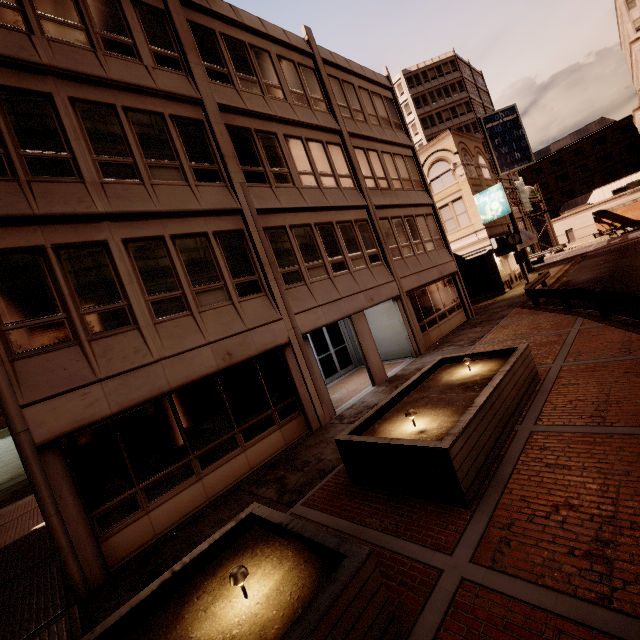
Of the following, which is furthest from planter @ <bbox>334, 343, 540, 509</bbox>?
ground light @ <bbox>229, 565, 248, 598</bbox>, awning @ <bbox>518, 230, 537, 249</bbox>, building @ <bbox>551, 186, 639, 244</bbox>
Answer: building @ <bbox>551, 186, 639, 244</bbox>

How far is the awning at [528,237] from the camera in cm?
2507

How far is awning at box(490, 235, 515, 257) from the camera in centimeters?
2412cm

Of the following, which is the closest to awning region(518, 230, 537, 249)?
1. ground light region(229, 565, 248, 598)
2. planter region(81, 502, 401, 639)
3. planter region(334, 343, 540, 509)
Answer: planter region(334, 343, 540, 509)

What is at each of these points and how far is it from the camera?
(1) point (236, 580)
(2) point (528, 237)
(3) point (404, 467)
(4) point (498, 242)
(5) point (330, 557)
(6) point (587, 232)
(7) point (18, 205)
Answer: (1) ground light, 3.6 meters
(2) awning, 27.1 meters
(3) planter, 5.5 meters
(4) awning, 24.5 meters
(5) planter, 3.7 meters
(6) building, 52.6 meters
(7) building, 6.8 meters

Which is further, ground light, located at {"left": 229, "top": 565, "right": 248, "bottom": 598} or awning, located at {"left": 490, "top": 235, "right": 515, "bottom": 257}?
awning, located at {"left": 490, "top": 235, "right": 515, "bottom": 257}
